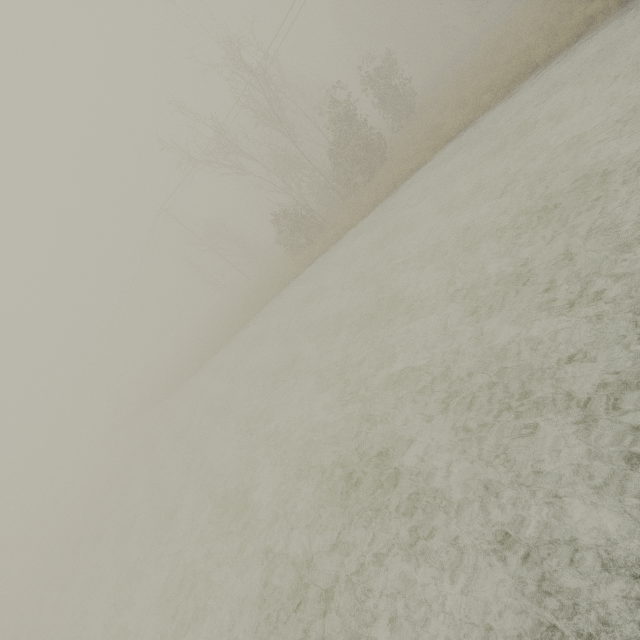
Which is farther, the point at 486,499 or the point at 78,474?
the point at 78,474
